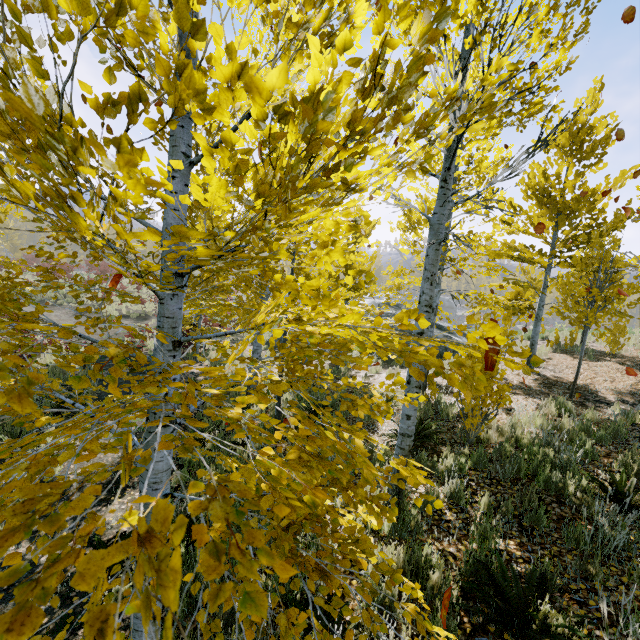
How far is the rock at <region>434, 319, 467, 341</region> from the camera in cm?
1573

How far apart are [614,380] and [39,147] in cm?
1396

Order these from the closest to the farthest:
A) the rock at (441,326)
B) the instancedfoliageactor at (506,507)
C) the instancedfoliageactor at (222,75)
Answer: the instancedfoliageactor at (222,75)
the instancedfoliageactor at (506,507)
the rock at (441,326)

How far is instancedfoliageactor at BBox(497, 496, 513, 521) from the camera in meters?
4.1

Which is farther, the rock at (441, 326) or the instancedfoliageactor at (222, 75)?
the rock at (441, 326)

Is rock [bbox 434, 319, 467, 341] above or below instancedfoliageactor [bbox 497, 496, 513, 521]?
above

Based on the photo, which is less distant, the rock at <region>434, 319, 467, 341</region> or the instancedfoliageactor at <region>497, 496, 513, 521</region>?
the instancedfoliageactor at <region>497, 496, 513, 521</region>

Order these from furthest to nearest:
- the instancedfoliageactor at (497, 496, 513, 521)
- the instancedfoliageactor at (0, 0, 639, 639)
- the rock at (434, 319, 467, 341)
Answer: the rock at (434, 319, 467, 341)
the instancedfoliageactor at (497, 496, 513, 521)
the instancedfoliageactor at (0, 0, 639, 639)
